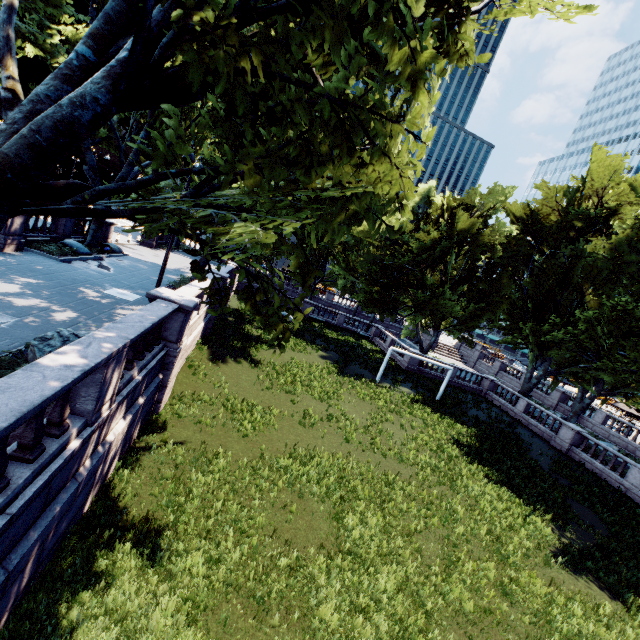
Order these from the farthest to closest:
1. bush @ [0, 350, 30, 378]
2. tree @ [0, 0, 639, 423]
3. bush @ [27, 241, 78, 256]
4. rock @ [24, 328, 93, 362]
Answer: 1. bush @ [27, 241, 78, 256]
2. rock @ [24, 328, 93, 362]
3. bush @ [0, 350, 30, 378]
4. tree @ [0, 0, 639, 423]

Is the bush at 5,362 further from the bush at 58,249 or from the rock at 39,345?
the bush at 58,249

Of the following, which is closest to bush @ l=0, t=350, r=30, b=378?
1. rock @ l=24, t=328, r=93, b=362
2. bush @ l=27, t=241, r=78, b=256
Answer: rock @ l=24, t=328, r=93, b=362

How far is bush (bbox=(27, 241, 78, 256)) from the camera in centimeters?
1791cm

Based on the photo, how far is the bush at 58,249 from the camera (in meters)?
17.91

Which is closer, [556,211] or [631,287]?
[631,287]

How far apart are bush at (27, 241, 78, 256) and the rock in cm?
1270
